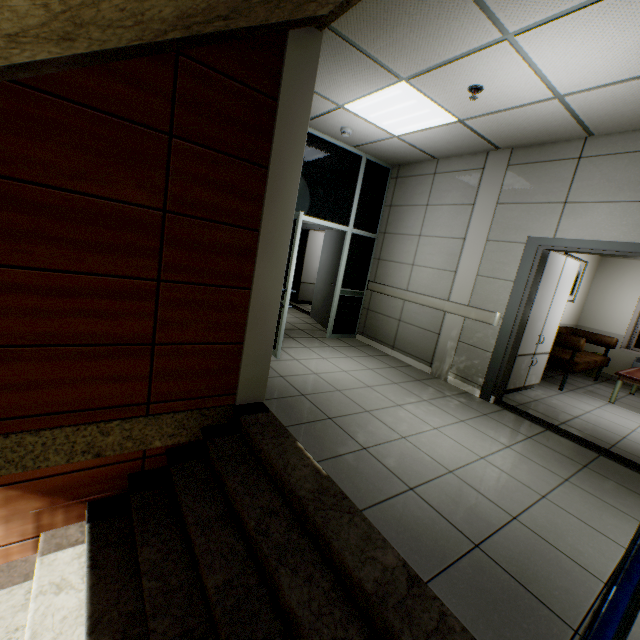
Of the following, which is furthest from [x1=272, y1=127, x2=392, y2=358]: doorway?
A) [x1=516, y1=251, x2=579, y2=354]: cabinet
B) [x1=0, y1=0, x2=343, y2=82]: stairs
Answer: [x1=516, y1=251, x2=579, y2=354]: cabinet

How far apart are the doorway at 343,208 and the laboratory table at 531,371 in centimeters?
273cm

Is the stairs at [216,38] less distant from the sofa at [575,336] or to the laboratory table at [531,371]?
the laboratory table at [531,371]

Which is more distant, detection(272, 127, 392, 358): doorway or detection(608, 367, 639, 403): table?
detection(608, 367, 639, 403): table

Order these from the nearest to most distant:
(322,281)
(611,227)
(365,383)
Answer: (611,227), (365,383), (322,281)

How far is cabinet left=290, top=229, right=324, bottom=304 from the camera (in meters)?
8.97

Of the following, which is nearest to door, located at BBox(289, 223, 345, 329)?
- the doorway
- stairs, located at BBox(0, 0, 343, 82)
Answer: the doorway

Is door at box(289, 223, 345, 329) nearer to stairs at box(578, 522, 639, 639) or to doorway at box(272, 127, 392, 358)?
doorway at box(272, 127, 392, 358)
